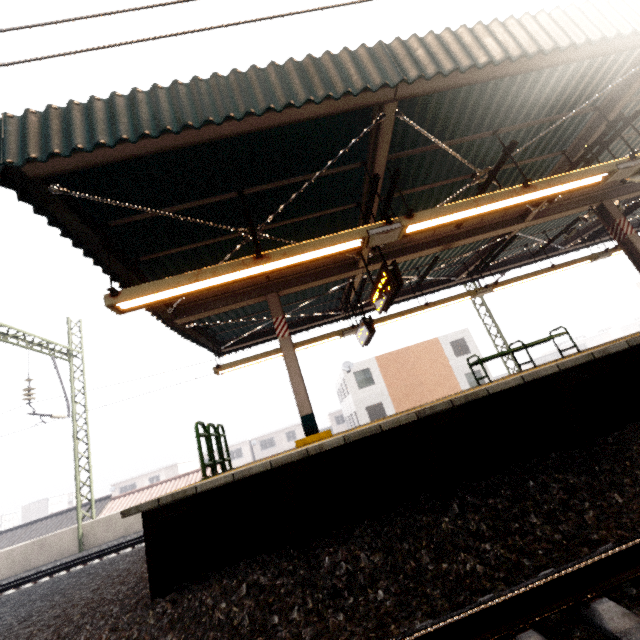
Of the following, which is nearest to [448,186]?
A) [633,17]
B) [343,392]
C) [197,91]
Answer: [633,17]

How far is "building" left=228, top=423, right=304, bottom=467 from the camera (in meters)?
47.59

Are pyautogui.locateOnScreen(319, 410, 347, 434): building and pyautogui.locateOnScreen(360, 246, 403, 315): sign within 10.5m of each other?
no

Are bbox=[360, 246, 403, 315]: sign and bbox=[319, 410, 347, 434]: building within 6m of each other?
no

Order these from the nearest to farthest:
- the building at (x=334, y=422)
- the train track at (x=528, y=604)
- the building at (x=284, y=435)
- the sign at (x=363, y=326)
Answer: the train track at (x=528, y=604), the sign at (x=363, y=326), the building at (x=284, y=435), the building at (x=334, y=422)

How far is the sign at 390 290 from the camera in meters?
6.0 m

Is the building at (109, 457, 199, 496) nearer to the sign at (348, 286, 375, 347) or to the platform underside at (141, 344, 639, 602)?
the platform underside at (141, 344, 639, 602)

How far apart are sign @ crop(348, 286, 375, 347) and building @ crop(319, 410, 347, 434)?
42.91m
